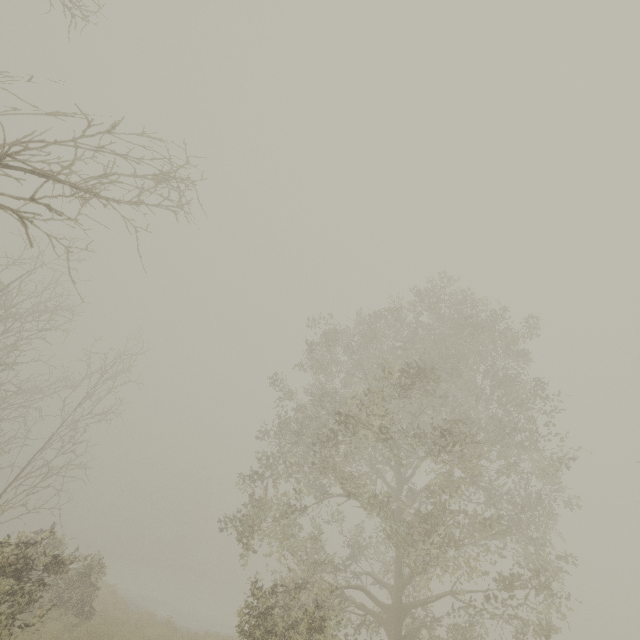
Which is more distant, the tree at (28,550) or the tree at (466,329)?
the tree at (466,329)

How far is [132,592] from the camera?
24.50m

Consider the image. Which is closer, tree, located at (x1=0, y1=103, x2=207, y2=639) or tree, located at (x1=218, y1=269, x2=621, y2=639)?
tree, located at (x1=0, y1=103, x2=207, y2=639)
